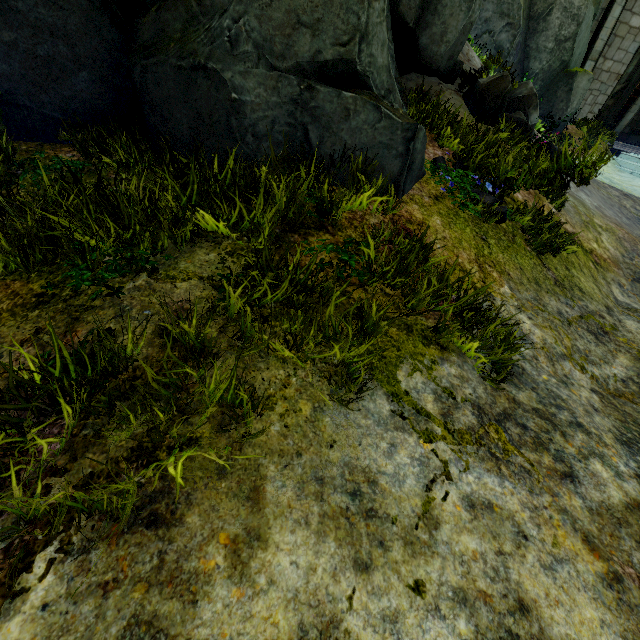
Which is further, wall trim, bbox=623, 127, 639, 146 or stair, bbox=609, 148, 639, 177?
wall trim, bbox=623, 127, 639, 146

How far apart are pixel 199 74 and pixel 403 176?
2.23m

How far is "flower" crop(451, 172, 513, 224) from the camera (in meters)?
3.92

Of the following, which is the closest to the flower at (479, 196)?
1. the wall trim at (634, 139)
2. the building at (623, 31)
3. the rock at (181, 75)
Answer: the rock at (181, 75)

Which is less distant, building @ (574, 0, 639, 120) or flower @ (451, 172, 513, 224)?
flower @ (451, 172, 513, 224)

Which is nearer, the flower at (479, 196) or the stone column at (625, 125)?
the flower at (479, 196)

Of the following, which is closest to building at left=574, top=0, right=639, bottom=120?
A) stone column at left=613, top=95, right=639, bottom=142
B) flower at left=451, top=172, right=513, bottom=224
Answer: stone column at left=613, top=95, right=639, bottom=142

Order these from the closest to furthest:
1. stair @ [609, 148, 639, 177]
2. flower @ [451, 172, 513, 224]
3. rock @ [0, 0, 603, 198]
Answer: rock @ [0, 0, 603, 198], flower @ [451, 172, 513, 224], stair @ [609, 148, 639, 177]
